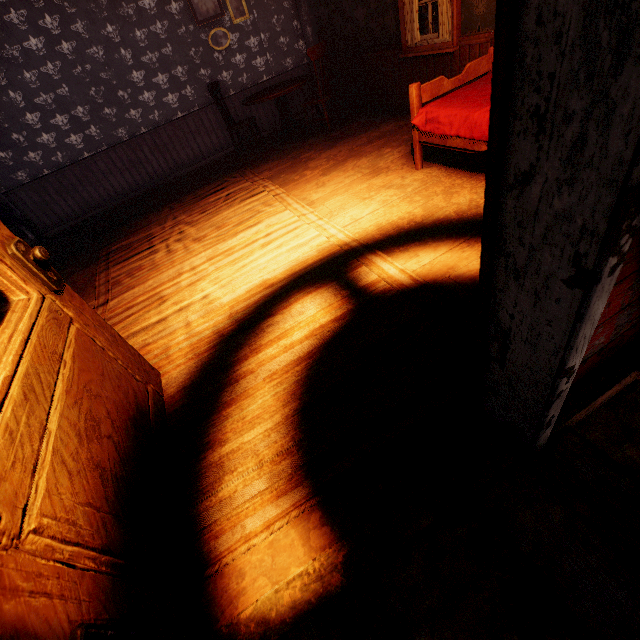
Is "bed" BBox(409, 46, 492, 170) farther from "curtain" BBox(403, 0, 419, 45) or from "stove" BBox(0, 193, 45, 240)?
"stove" BBox(0, 193, 45, 240)

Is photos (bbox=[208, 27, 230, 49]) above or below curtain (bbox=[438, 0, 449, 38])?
above

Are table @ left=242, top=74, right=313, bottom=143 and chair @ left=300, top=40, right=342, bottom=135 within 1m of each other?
yes

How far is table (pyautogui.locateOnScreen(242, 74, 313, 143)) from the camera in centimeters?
548cm

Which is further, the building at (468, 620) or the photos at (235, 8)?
the photos at (235, 8)

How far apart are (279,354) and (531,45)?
1.8 meters

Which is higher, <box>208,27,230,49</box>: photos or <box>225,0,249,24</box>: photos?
<box>225,0,249,24</box>: photos

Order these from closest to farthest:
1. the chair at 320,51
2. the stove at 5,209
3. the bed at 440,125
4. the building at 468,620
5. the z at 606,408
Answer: the building at 468,620
the z at 606,408
the bed at 440,125
the chair at 320,51
the stove at 5,209
